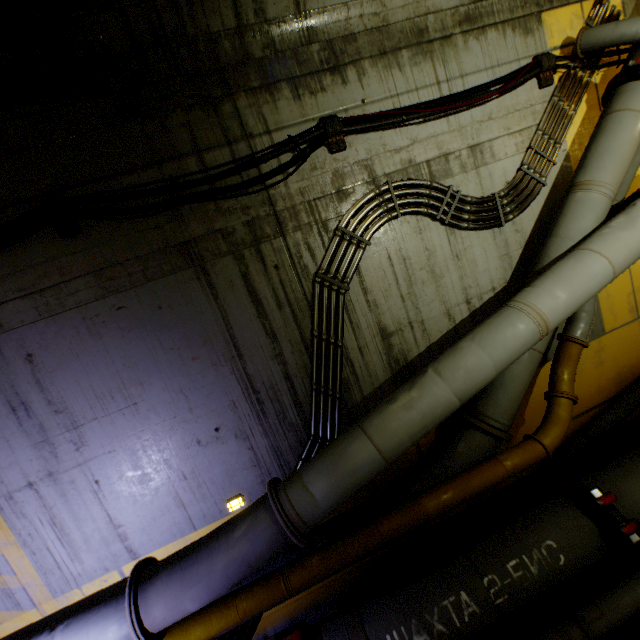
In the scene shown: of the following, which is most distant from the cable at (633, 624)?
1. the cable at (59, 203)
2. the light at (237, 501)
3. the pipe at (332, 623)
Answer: the cable at (59, 203)

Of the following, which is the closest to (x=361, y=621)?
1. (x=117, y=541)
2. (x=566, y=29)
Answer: (x=117, y=541)

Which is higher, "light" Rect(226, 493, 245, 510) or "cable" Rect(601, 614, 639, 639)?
"light" Rect(226, 493, 245, 510)

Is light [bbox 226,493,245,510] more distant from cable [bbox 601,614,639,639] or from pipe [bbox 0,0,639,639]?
cable [bbox 601,614,639,639]

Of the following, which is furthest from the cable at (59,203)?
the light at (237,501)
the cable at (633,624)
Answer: the cable at (633,624)

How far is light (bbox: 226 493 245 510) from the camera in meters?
3.9 m

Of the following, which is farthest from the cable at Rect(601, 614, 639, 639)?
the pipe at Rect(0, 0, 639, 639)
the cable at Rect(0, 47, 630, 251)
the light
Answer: the cable at Rect(0, 47, 630, 251)
